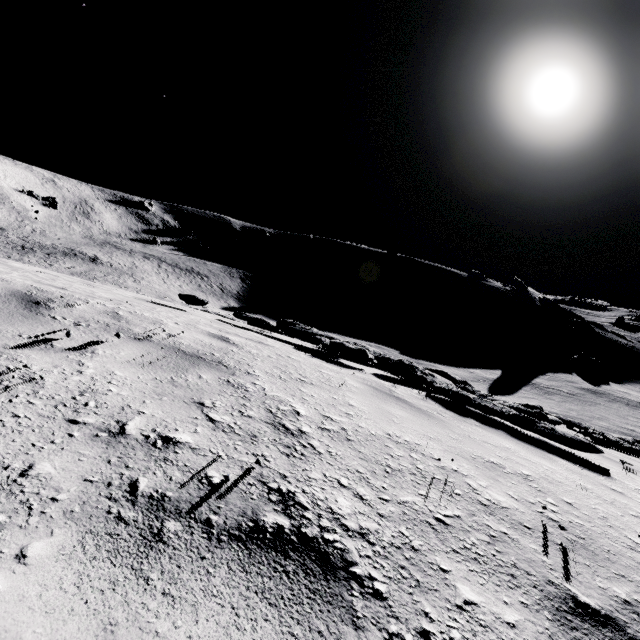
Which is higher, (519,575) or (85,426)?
(85,426)
